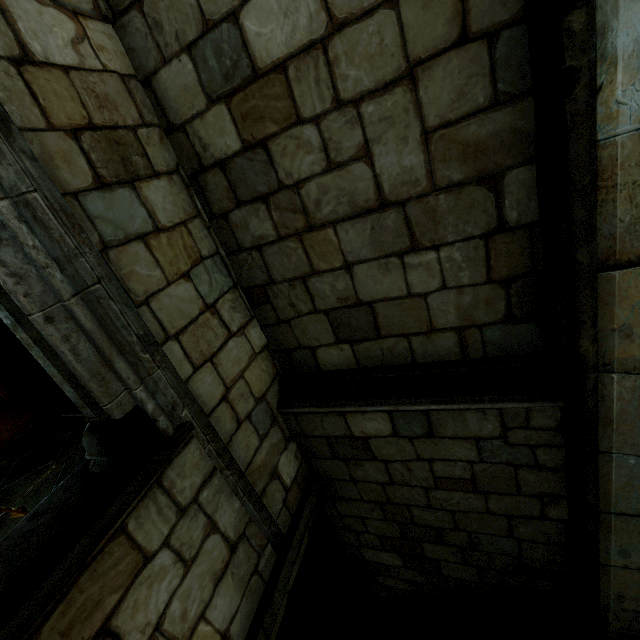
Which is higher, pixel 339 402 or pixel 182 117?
pixel 182 117
